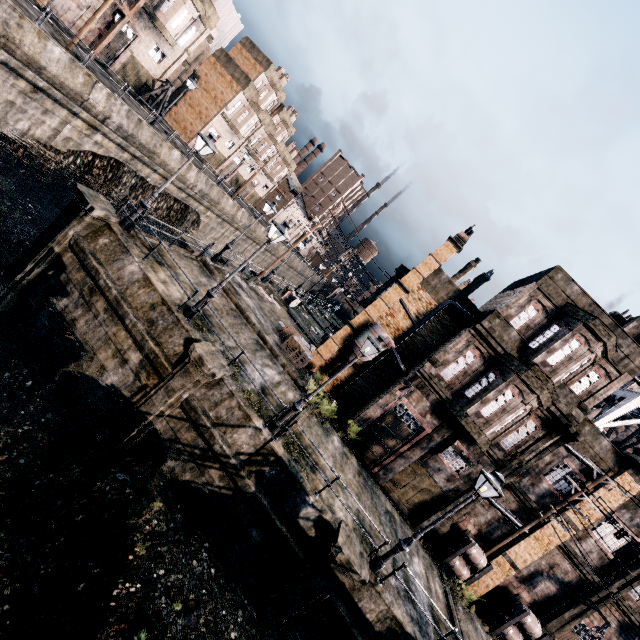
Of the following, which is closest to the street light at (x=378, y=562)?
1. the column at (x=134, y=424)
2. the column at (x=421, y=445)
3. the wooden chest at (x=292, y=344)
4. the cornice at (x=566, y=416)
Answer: the column at (x=421, y=445)

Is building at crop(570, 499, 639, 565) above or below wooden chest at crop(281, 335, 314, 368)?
above

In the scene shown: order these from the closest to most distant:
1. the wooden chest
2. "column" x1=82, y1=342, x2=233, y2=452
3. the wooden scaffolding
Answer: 1. "column" x1=82, y1=342, x2=233, y2=452
2. the wooden chest
3. the wooden scaffolding

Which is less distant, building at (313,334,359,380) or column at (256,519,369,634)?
column at (256,519,369,634)

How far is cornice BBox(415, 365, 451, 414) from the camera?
19.2 meters

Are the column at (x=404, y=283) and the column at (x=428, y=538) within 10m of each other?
no

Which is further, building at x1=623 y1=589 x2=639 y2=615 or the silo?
the silo

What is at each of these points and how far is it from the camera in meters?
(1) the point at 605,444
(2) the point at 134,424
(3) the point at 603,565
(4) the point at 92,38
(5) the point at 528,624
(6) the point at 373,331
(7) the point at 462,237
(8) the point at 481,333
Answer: (1) building, 17.9 m
(2) column, 12.5 m
(3) building, 17.7 m
(4) building, 29.5 m
(5) wooden barrel stack, 17.2 m
(6) silo, 21.8 m
(7) chimney, 22.2 m
(8) cornice, 19.0 m
